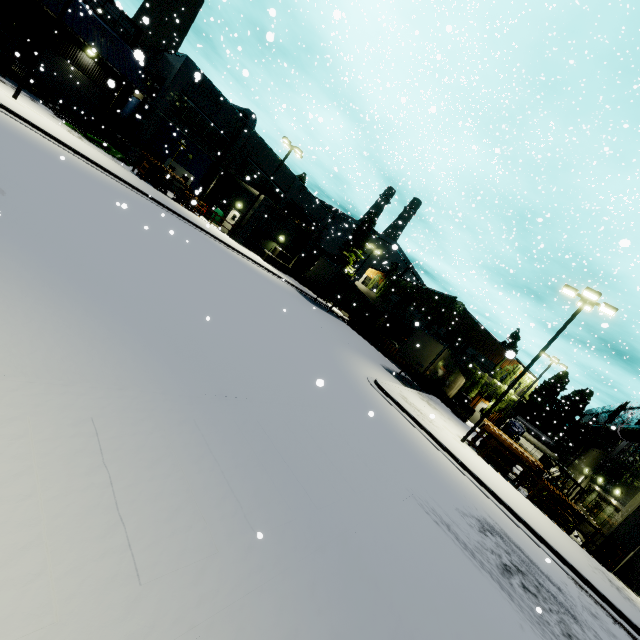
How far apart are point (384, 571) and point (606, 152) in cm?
2369

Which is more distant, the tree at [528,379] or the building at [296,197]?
the tree at [528,379]

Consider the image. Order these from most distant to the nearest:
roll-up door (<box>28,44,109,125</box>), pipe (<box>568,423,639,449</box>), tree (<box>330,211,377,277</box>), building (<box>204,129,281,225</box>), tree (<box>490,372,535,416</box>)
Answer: tree (<box>330,211,377,277</box>) < tree (<box>490,372,535,416</box>) < building (<box>204,129,281,225</box>) < roll-up door (<box>28,44,109,125</box>) < pipe (<box>568,423,639,449</box>)

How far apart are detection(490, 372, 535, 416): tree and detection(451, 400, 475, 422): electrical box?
7.9m

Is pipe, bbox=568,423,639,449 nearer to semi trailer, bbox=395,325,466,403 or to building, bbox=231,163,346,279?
building, bbox=231,163,346,279

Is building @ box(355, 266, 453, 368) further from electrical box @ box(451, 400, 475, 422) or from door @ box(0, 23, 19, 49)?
electrical box @ box(451, 400, 475, 422)

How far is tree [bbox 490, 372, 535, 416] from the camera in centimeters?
3253cm

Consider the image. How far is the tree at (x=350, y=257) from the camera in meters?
45.2 m
